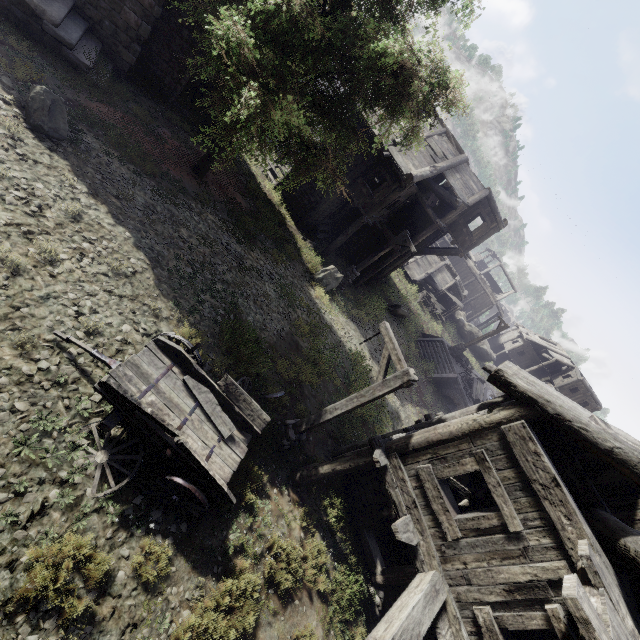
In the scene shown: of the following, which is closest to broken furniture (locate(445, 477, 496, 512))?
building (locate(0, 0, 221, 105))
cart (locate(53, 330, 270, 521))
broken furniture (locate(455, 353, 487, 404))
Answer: building (locate(0, 0, 221, 105))

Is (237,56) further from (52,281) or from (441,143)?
(441,143)

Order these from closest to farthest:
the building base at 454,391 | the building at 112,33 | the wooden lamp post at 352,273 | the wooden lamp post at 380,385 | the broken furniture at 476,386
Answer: the wooden lamp post at 380,385 < the building at 112,33 < the wooden lamp post at 352,273 < the building base at 454,391 < the broken furniture at 476,386

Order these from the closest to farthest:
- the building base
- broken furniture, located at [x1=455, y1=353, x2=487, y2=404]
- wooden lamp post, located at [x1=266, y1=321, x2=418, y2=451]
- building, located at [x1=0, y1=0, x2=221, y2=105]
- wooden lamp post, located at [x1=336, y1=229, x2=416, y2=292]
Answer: wooden lamp post, located at [x1=266, y1=321, x2=418, y2=451], building, located at [x1=0, y1=0, x2=221, y2=105], wooden lamp post, located at [x1=336, y1=229, x2=416, y2=292], the building base, broken furniture, located at [x1=455, y1=353, x2=487, y2=404]

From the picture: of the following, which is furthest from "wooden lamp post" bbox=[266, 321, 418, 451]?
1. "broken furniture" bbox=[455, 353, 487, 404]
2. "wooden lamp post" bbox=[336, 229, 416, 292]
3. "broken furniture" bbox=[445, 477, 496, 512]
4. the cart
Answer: "broken furniture" bbox=[455, 353, 487, 404]

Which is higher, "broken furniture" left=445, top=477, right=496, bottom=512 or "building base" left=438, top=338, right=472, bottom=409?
"broken furniture" left=445, top=477, right=496, bottom=512

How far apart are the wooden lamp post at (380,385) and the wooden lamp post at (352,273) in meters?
10.2

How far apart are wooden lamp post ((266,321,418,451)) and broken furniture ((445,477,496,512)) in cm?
383
